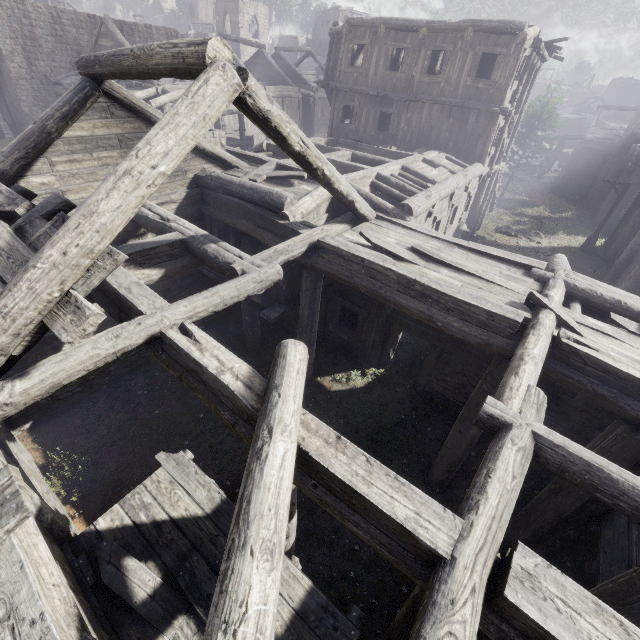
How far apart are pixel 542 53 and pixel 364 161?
12.06m

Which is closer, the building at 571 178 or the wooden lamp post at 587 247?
the wooden lamp post at 587 247

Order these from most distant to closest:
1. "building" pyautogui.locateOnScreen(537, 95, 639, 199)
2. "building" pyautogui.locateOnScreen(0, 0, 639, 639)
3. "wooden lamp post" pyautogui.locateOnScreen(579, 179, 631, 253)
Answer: "building" pyautogui.locateOnScreen(537, 95, 639, 199) → "wooden lamp post" pyautogui.locateOnScreen(579, 179, 631, 253) → "building" pyautogui.locateOnScreen(0, 0, 639, 639)

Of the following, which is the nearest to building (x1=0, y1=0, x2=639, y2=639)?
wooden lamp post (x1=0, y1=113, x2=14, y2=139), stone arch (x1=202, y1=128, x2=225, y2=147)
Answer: stone arch (x1=202, y1=128, x2=225, y2=147)

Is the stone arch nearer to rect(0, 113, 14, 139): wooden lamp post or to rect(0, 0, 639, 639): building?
rect(0, 0, 639, 639): building

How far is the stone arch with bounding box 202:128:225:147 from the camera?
15.8m

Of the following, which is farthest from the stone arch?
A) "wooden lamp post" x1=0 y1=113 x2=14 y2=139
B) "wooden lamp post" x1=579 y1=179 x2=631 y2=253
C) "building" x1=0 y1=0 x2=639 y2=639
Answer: "wooden lamp post" x1=579 y1=179 x2=631 y2=253

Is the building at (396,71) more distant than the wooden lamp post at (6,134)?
No
